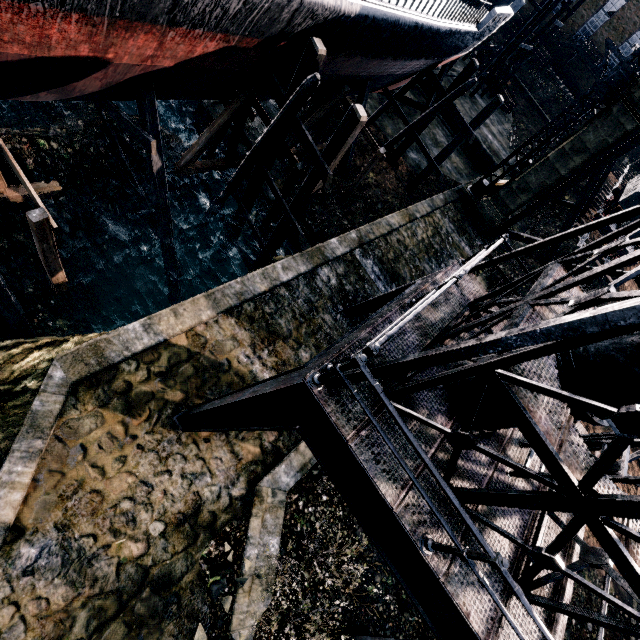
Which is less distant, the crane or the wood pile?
the crane

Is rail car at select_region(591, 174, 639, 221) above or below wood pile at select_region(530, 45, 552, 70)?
above

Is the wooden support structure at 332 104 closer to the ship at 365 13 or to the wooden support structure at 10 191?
the ship at 365 13

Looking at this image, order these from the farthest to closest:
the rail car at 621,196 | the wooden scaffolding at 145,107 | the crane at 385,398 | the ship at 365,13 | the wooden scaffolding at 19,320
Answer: the rail car at 621,196 → the wooden scaffolding at 19,320 → the wooden scaffolding at 145,107 → the ship at 365,13 → the crane at 385,398

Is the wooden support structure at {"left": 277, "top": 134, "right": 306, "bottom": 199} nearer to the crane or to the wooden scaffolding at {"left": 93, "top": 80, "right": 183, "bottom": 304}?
the wooden scaffolding at {"left": 93, "top": 80, "right": 183, "bottom": 304}

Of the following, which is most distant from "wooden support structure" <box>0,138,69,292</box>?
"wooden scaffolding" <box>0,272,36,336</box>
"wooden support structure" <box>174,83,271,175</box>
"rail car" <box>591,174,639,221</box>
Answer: "rail car" <box>591,174,639,221</box>

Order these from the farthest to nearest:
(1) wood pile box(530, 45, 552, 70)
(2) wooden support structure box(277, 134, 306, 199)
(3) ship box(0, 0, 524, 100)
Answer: (1) wood pile box(530, 45, 552, 70) < (2) wooden support structure box(277, 134, 306, 199) < (3) ship box(0, 0, 524, 100)

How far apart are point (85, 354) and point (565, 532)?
10.6m
